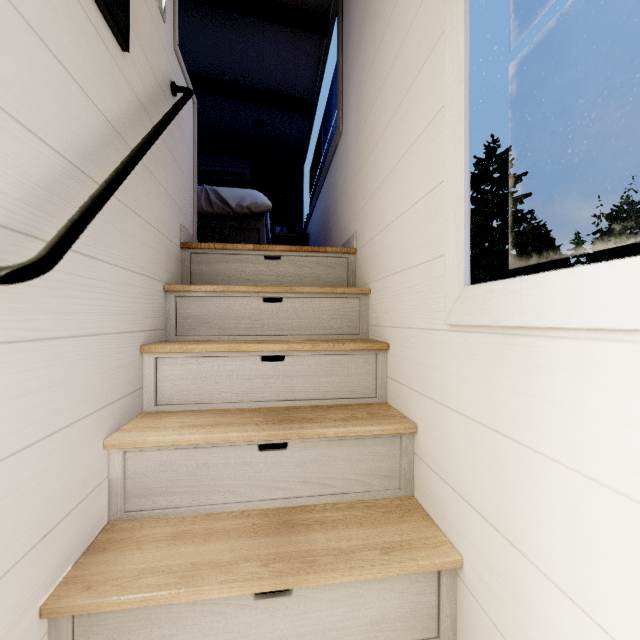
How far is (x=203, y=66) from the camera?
3.5m
